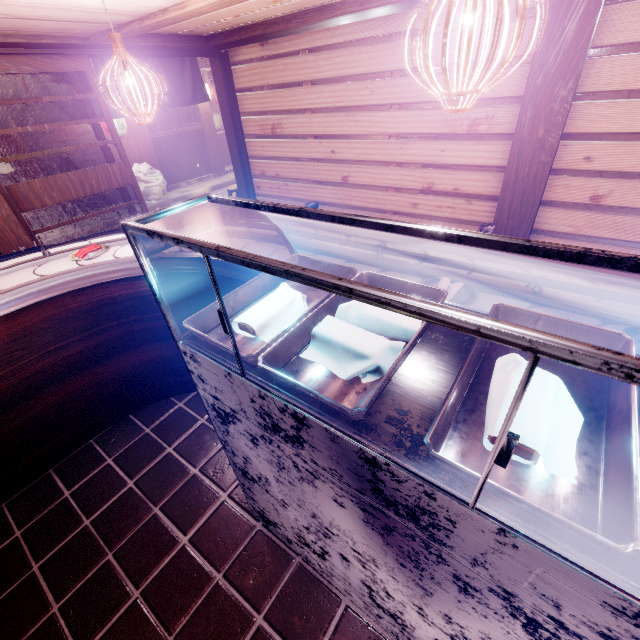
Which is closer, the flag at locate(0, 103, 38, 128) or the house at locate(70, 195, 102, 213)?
the flag at locate(0, 103, 38, 128)

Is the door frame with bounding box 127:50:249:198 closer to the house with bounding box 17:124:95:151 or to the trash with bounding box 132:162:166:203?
the trash with bounding box 132:162:166:203

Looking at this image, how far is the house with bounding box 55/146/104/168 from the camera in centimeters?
1441cm

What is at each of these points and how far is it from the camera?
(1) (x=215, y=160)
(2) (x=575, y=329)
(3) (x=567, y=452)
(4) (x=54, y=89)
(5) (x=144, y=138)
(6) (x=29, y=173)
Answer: (1) wood pole, 20.16m
(2) tray, 1.86m
(3) towel, 1.41m
(4) flag, 7.23m
(5) wood pole, 16.52m
(6) wood pole, 13.44m

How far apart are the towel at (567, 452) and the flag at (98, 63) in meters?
10.1

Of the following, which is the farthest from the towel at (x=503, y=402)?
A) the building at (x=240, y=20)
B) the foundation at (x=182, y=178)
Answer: the foundation at (x=182, y=178)

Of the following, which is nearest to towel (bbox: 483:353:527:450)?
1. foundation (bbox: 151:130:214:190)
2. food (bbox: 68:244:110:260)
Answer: food (bbox: 68:244:110:260)

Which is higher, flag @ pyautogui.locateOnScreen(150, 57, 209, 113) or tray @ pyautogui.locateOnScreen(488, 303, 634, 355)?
flag @ pyautogui.locateOnScreen(150, 57, 209, 113)
